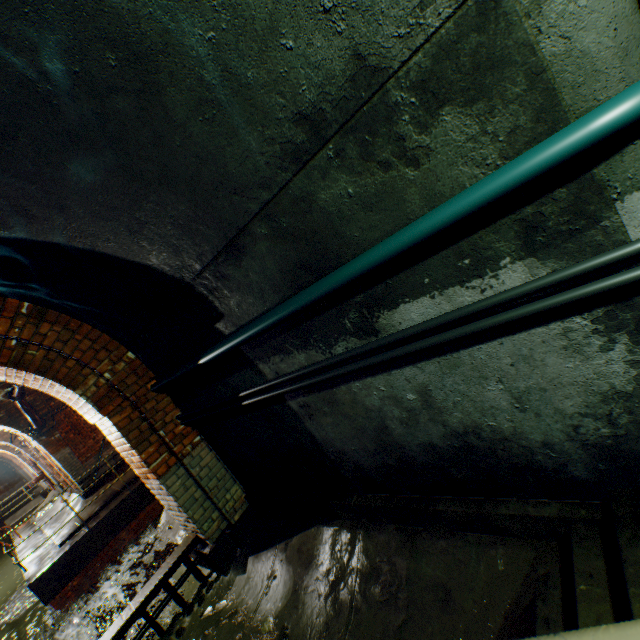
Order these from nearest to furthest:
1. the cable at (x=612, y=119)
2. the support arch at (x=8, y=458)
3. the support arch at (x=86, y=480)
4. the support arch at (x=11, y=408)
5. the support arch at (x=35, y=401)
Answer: the cable at (x=612, y=119) < the support arch at (x=11, y=408) < the support arch at (x=35, y=401) < the support arch at (x=86, y=480) < the support arch at (x=8, y=458)

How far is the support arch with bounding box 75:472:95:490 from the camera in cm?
1076

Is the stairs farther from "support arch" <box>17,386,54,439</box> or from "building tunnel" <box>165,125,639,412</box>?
"support arch" <box>17,386,54,439</box>

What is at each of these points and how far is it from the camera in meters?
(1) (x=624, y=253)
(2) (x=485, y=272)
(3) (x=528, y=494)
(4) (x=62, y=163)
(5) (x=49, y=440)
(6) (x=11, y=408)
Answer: (1) wire, 1.2
(2) building tunnel, 1.6
(3) building tunnel, 2.1
(4) building tunnel, 2.0
(5) support arch, 10.5
(6) support arch, 9.8

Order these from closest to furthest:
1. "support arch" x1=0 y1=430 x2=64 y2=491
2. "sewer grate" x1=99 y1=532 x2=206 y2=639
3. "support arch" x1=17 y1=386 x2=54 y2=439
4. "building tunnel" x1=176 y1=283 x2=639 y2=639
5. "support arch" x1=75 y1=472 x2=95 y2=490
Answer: "building tunnel" x1=176 y1=283 x2=639 y2=639
"sewer grate" x1=99 y1=532 x2=206 y2=639
"support arch" x1=17 y1=386 x2=54 y2=439
"support arch" x1=75 y1=472 x2=95 y2=490
"support arch" x1=0 y1=430 x2=64 y2=491

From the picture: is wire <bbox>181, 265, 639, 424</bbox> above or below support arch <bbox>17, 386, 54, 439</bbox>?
below

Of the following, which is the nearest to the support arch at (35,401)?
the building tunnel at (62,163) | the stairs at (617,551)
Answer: the building tunnel at (62,163)
